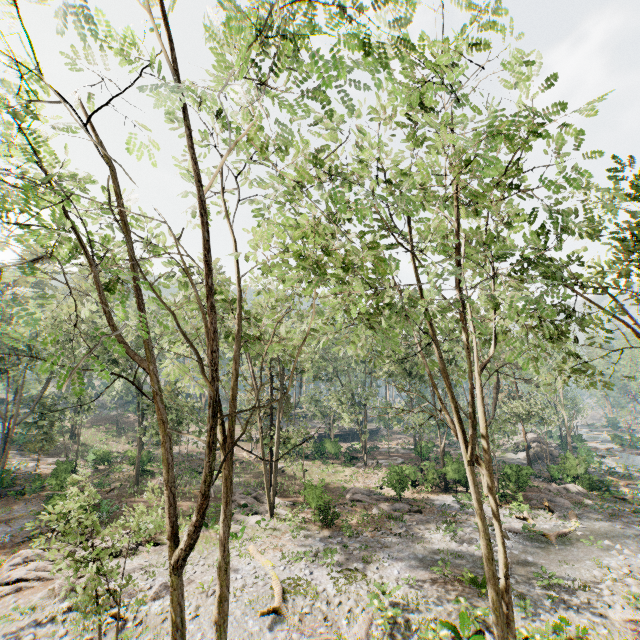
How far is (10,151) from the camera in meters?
6.4 m

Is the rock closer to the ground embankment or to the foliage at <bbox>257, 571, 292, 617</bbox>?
the foliage at <bbox>257, 571, 292, 617</bbox>

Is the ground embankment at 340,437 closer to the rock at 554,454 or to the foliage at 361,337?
the foliage at 361,337

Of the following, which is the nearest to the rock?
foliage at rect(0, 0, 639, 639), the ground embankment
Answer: foliage at rect(0, 0, 639, 639)

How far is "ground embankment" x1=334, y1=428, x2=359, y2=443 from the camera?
54.25m

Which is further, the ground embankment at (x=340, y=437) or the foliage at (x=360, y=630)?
the ground embankment at (x=340, y=437)

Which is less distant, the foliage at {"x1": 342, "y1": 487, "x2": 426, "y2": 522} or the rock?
the foliage at {"x1": 342, "y1": 487, "x2": 426, "y2": 522}
